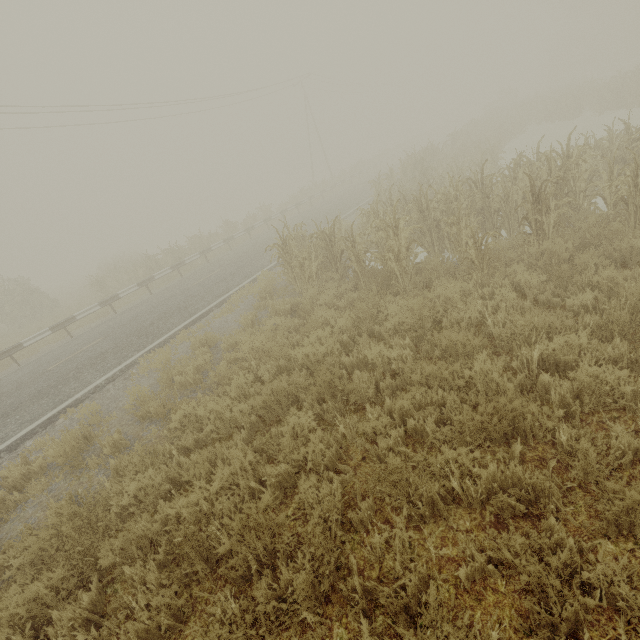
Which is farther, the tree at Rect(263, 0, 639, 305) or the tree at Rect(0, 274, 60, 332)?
the tree at Rect(0, 274, 60, 332)

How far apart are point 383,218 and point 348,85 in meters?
47.7

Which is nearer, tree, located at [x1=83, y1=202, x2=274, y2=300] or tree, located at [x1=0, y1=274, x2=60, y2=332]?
tree, located at [x1=83, y1=202, x2=274, y2=300]

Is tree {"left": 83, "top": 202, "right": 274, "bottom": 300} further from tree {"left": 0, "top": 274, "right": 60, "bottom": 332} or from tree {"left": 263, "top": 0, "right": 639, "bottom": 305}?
tree {"left": 263, "top": 0, "right": 639, "bottom": 305}

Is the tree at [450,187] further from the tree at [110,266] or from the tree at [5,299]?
the tree at [5,299]

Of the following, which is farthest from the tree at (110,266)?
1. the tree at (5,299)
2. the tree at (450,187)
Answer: the tree at (450,187)
